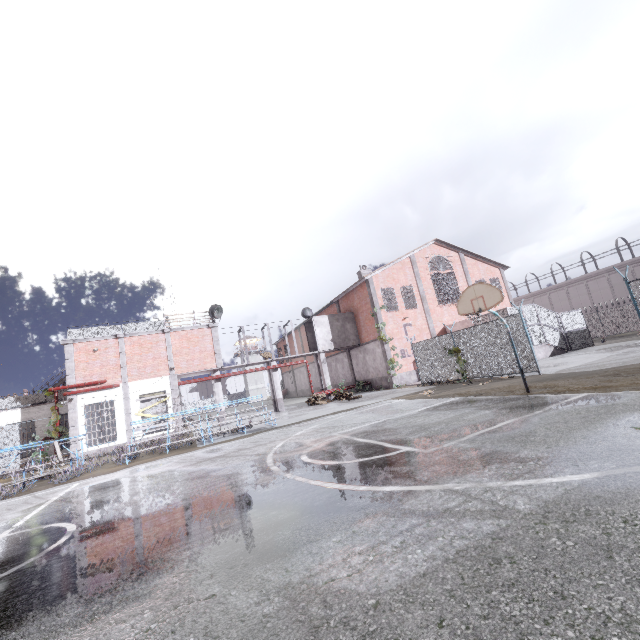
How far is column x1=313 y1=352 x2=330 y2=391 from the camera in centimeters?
2688cm

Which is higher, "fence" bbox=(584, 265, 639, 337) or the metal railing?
the metal railing

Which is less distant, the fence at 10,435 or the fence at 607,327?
the fence at 607,327

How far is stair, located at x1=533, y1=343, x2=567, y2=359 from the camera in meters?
22.7

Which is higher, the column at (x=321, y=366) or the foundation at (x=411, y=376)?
the column at (x=321, y=366)

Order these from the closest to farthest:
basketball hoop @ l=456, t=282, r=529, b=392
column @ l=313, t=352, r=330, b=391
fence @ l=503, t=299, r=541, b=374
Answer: basketball hoop @ l=456, t=282, r=529, b=392, fence @ l=503, t=299, r=541, b=374, column @ l=313, t=352, r=330, b=391

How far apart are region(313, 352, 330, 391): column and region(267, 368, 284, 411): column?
3.8m

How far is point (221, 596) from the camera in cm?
292
